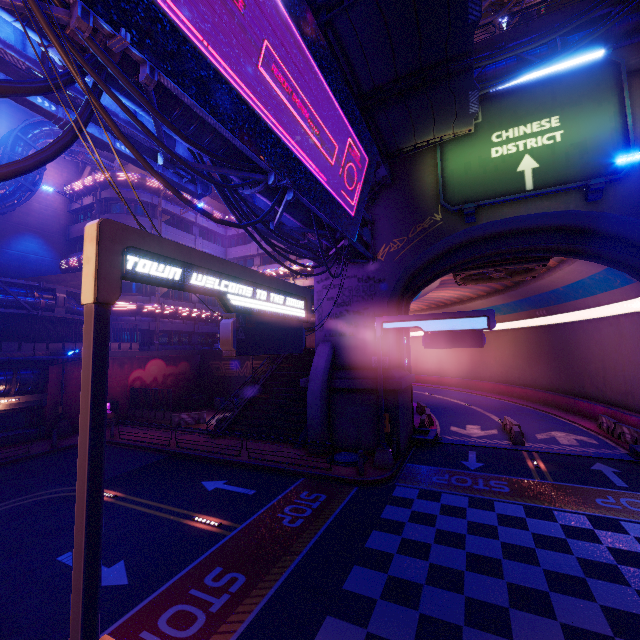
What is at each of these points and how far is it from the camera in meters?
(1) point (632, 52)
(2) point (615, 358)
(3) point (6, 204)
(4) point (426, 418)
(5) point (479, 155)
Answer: (1) wall arch, 14.0
(2) tunnel, 22.2
(3) pipe, 23.6
(4) fence, 22.7
(5) sign, 16.1

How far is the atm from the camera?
25.3 meters

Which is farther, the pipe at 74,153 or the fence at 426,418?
the pipe at 74,153

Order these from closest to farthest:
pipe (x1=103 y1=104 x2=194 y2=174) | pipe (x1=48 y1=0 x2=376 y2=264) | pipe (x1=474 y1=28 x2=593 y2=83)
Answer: pipe (x1=48 y1=0 x2=376 y2=264)
pipe (x1=103 y1=104 x2=194 y2=174)
pipe (x1=474 y1=28 x2=593 y2=83)

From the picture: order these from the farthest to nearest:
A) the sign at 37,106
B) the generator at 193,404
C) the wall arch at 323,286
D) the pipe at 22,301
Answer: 1. the generator at 193,404
2. the pipe at 22,301
3. the wall arch at 323,286
4. the sign at 37,106

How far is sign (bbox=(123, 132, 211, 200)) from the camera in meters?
8.3

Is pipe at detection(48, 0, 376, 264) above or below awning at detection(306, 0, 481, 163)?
below

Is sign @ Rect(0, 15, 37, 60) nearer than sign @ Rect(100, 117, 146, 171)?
Yes
